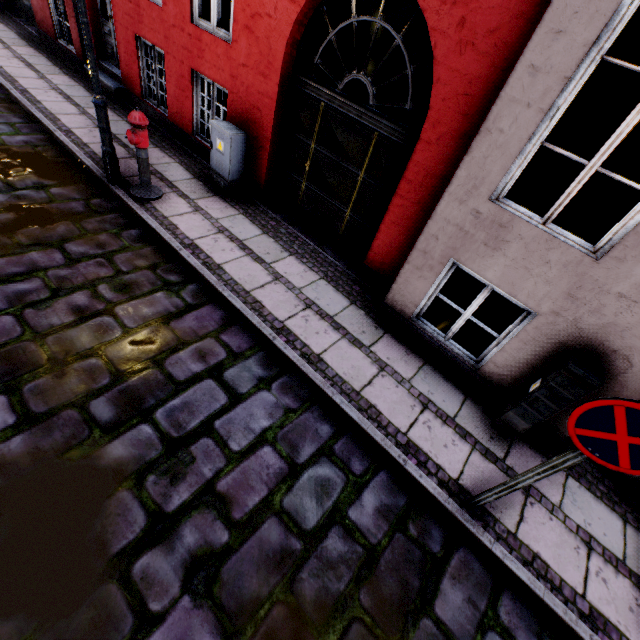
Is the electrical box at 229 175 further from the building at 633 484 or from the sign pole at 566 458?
the sign pole at 566 458

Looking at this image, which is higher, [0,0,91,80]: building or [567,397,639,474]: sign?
[567,397,639,474]: sign

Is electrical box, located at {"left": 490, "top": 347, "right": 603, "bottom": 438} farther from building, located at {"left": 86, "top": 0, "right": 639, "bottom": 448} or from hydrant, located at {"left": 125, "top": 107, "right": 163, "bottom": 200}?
hydrant, located at {"left": 125, "top": 107, "right": 163, "bottom": 200}

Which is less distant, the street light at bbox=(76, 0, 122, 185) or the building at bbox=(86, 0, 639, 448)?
the building at bbox=(86, 0, 639, 448)

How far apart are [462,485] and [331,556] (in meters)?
1.54

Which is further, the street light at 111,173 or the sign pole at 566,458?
the street light at 111,173

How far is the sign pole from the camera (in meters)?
2.24

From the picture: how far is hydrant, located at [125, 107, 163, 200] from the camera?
4.5m
